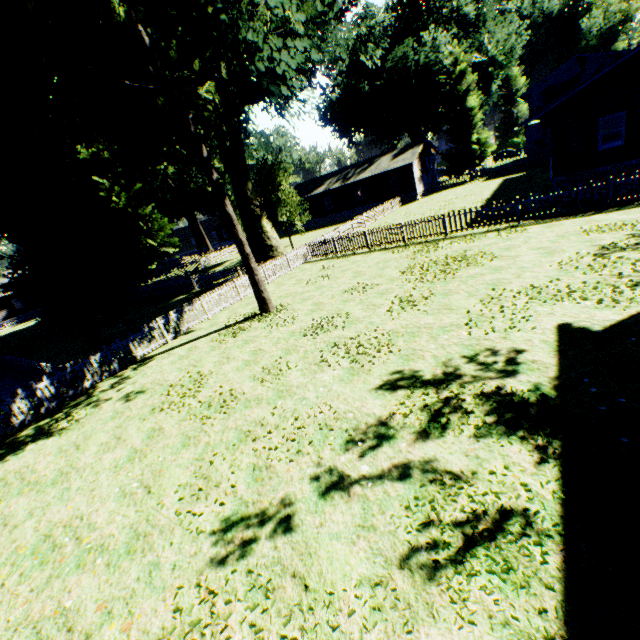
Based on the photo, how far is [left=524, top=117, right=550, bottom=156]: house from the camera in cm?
3544

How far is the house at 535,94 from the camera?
36.84m

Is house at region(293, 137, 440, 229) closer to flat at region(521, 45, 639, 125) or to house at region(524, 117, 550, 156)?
house at region(524, 117, 550, 156)

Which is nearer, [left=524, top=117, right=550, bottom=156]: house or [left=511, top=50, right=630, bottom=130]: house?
[left=524, top=117, right=550, bottom=156]: house

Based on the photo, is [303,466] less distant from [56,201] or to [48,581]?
[48,581]

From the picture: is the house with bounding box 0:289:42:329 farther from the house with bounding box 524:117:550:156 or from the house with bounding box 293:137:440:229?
the house with bounding box 524:117:550:156

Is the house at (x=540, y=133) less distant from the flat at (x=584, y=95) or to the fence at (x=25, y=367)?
the fence at (x=25, y=367)
